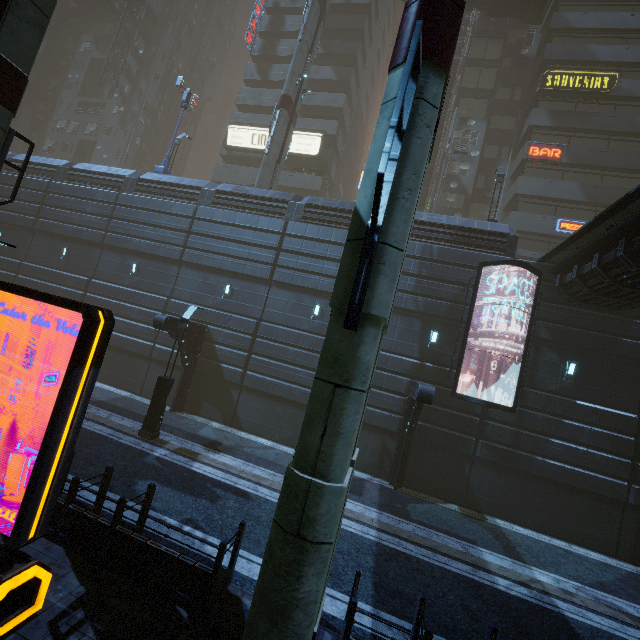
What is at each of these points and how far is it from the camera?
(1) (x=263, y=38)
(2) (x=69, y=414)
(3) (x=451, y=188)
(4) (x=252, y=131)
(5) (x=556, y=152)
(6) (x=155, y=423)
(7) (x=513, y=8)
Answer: (1) building, 36.2 meters
(2) sign, 4.8 meters
(3) building, 28.0 meters
(4) sign, 32.7 meters
(5) sign, 25.2 meters
(6) street light, 12.8 meters
(7) bridge, 27.9 meters

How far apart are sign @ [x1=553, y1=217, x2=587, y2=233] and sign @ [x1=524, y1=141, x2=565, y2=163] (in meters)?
4.39

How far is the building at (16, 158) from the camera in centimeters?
2414cm

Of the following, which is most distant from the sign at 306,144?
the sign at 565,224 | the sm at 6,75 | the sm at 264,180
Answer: the sign at 565,224

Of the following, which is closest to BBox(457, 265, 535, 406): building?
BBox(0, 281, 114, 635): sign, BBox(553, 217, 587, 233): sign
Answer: BBox(553, 217, 587, 233): sign

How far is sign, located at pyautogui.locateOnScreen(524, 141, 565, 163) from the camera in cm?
2508

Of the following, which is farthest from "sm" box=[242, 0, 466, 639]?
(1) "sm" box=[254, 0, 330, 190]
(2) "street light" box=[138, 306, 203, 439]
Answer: (1) "sm" box=[254, 0, 330, 190]

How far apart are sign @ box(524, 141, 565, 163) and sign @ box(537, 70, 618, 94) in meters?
4.3 m
